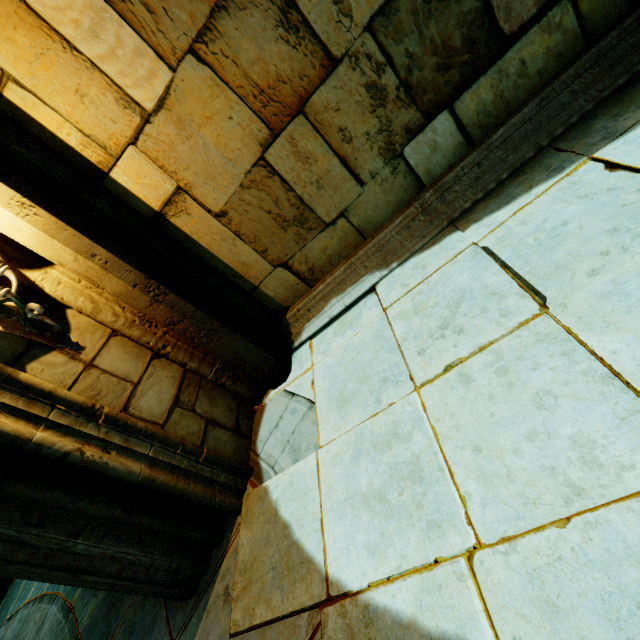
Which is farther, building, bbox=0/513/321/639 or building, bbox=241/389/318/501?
building, bbox=241/389/318/501

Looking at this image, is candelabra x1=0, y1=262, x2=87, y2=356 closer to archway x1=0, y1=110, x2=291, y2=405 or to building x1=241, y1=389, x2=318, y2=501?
archway x1=0, y1=110, x2=291, y2=405

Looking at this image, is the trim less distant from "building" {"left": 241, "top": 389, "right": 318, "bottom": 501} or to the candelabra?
"building" {"left": 241, "top": 389, "right": 318, "bottom": 501}

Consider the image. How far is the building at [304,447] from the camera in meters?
2.3 m

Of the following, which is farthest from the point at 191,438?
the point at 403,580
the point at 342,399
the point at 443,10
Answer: the point at 443,10

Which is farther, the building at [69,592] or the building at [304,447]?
the building at [304,447]

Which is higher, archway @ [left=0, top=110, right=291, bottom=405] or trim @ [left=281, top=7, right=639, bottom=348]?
archway @ [left=0, top=110, right=291, bottom=405]
